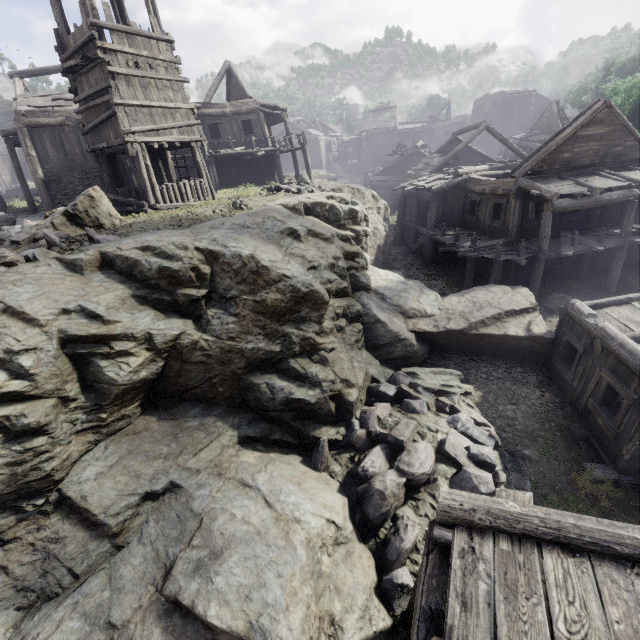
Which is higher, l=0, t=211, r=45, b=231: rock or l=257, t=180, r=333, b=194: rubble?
l=0, t=211, r=45, b=231: rock

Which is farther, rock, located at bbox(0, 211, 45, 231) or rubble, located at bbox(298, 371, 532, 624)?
rock, located at bbox(0, 211, 45, 231)

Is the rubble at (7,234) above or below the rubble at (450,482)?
above

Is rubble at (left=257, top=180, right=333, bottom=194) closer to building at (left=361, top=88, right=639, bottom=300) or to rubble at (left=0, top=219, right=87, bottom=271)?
building at (left=361, top=88, right=639, bottom=300)

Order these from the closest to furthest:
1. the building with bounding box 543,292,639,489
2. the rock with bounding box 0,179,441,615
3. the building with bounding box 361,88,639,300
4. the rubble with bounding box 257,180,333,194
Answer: the rock with bounding box 0,179,441,615 → the building with bounding box 543,292,639,489 → the building with bounding box 361,88,639,300 → the rubble with bounding box 257,180,333,194

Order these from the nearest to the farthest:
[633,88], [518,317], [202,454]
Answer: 1. [202,454]
2. [518,317]
3. [633,88]

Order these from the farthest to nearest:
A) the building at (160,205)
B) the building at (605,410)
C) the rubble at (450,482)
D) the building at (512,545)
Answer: the building at (160,205) < the building at (605,410) < the rubble at (450,482) < the building at (512,545)

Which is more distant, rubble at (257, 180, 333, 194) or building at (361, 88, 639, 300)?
rubble at (257, 180, 333, 194)
